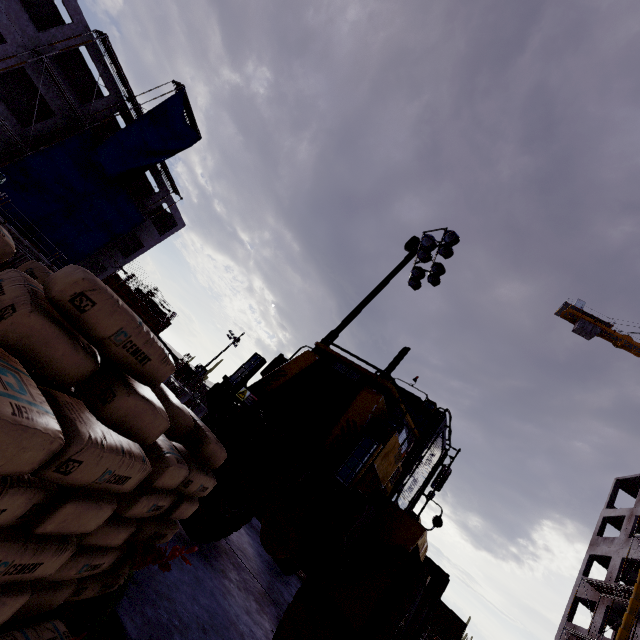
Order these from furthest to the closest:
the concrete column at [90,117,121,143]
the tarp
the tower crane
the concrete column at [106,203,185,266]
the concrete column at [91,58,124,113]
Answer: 1. the tower crane
2. the concrete column at [106,203,185,266]
3. the concrete column at [90,117,121,143]
4. the concrete column at [91,58,124,113]
5. the tarp

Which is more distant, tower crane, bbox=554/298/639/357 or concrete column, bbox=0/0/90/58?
tower crane, bbox=554/298/639/357

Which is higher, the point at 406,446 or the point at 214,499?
the point at 406,446

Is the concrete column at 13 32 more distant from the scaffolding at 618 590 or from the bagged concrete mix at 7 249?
the scaffolding at 618 590

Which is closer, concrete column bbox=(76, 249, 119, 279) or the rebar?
concrete column bbox=(76, 249, 119, 279)

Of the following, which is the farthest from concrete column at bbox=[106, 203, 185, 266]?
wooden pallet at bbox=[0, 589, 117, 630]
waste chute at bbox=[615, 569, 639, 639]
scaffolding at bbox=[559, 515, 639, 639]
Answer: scaffolding at bbox=[559, 515, 639, 639]

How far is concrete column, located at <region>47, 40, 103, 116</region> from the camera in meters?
21.0 m

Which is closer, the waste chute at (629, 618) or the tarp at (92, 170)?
the waste chute at (629, 618)
